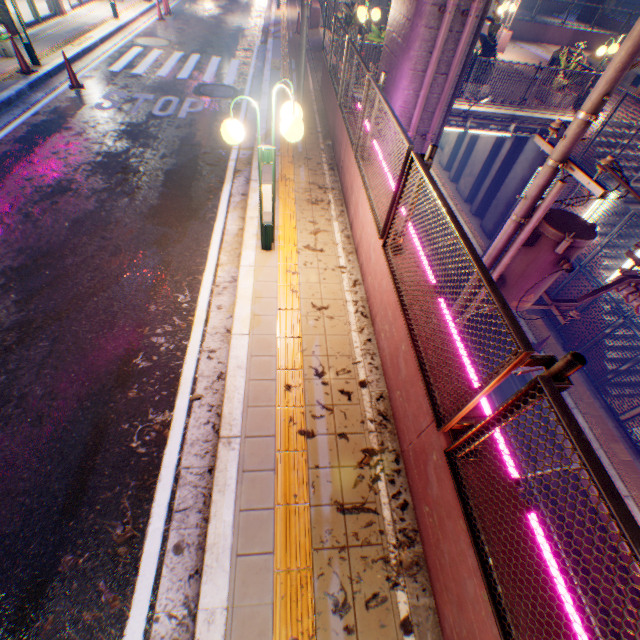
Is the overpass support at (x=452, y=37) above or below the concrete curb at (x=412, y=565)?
above

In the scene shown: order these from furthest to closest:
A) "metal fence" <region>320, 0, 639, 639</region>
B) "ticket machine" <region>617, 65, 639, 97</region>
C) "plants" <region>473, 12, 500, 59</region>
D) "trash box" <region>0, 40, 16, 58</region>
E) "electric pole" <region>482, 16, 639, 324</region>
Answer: "ticket machine" <region>617, 65, 639, 97</region> → "plants" <region>473, 12, 500, 59</region> → "trash box" <region>0, 40, 16, 58</region> → "electric pole" <region>482, 16, 639, 324</region> → "metal fence" <region>320, 0, 639, 639</region>

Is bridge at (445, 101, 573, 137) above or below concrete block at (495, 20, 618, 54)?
below

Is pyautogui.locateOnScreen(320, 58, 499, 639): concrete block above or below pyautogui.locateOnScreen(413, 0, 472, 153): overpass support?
below

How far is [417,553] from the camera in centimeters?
295cm

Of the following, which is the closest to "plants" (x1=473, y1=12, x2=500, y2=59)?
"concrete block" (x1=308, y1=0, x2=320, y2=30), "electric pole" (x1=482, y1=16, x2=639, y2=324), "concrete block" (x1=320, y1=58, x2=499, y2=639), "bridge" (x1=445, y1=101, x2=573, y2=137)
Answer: "bridge" (x1=445, y1=101, x2=573, y2=137)

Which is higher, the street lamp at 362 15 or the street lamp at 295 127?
the street lamp at 362 15

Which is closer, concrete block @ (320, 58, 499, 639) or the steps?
concrete block @ (320, 58, 499, 639)
